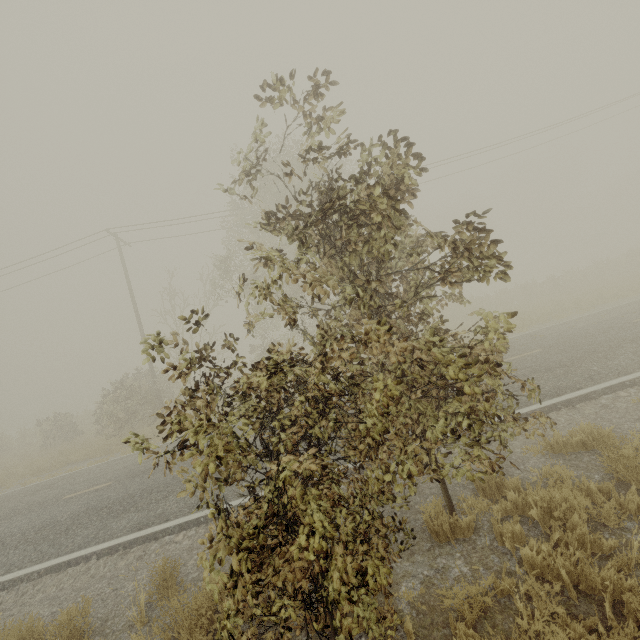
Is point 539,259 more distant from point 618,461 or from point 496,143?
point 618,461
